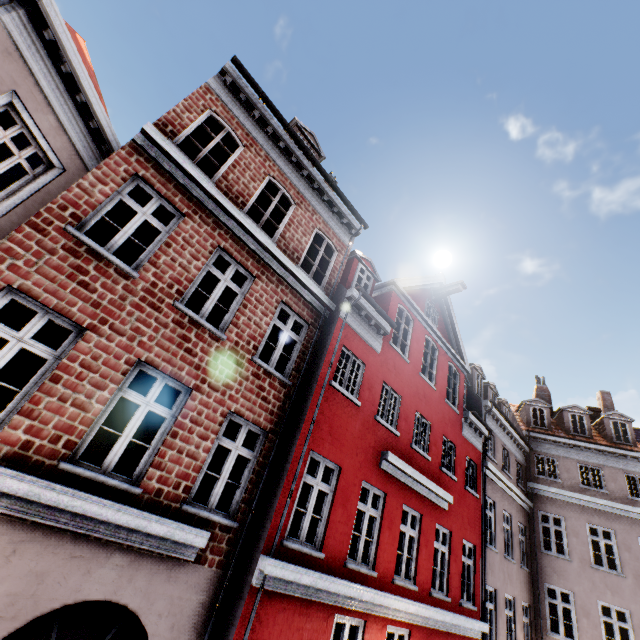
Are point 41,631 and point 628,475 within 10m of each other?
no
